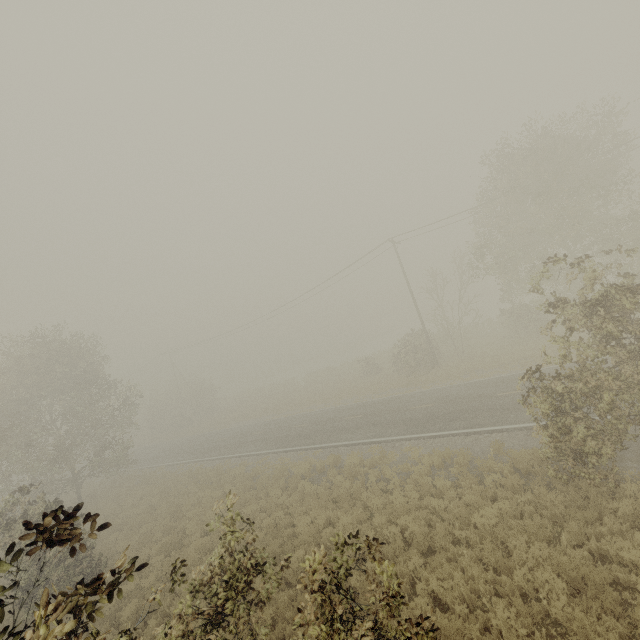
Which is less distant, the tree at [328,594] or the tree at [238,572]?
the tree at [328,594]

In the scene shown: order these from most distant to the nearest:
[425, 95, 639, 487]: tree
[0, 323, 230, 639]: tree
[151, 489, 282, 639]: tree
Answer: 1. [425, 95, 639, 487]: tree
2. [151, 489, 282, 639]: tree
3. [0, 323, 230, 639]: tree

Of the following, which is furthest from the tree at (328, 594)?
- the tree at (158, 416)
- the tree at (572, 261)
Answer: the tree at (572, 261)

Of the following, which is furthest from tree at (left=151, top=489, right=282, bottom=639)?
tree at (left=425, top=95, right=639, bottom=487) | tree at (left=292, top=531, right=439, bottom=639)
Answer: tree at (left=425, top=95, right=639, bottom=487)

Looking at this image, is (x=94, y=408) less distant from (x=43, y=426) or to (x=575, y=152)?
(x=43, y=426)

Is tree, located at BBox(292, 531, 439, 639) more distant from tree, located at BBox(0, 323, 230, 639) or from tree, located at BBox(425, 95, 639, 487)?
tree, located at BBox(425, 95, 639, 487)
